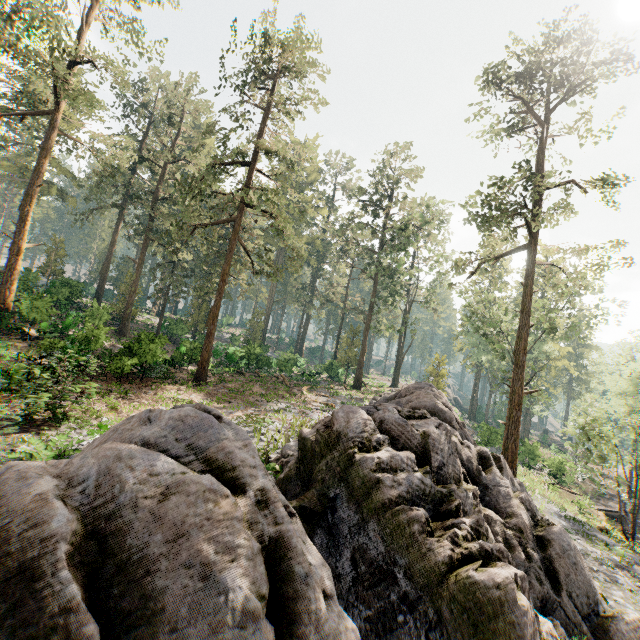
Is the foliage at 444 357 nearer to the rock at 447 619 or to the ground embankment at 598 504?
the rock at 447 619

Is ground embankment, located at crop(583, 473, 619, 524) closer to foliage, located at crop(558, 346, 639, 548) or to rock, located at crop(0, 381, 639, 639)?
foliage, located at crop(558, 346, 639, 548)

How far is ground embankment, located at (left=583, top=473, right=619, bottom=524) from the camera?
29.0m

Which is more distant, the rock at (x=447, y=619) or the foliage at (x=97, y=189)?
the foliage at (x=97, y=189)

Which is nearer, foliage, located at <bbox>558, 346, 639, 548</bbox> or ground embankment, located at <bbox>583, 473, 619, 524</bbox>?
foliage, located at <bbox>558, 346, 639, 548</bbox>

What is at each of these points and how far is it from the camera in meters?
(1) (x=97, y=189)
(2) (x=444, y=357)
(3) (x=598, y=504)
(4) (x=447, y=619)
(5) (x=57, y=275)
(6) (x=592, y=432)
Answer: (1) foliage, 29.2
(2) foliage, 35.5
(3) ground embankment, 30.2
(4) rock, 5.0
(5) foliage, 37.1
(6) foliage, 25.4

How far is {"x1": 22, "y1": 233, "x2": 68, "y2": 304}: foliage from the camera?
29.2 meters
